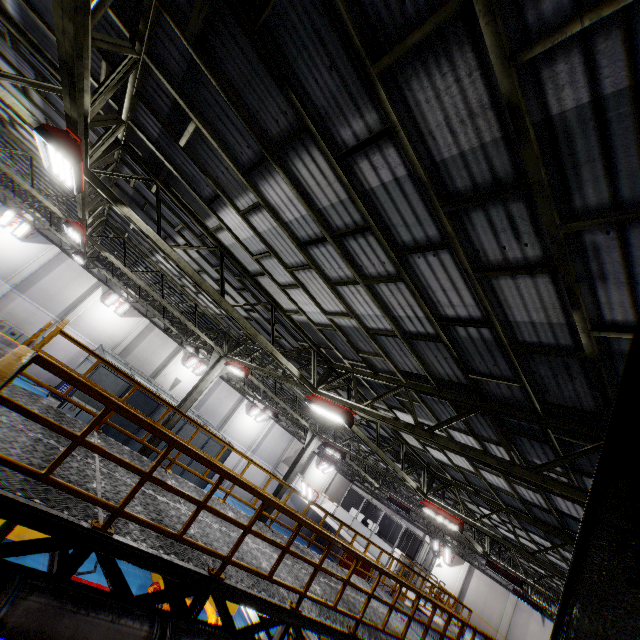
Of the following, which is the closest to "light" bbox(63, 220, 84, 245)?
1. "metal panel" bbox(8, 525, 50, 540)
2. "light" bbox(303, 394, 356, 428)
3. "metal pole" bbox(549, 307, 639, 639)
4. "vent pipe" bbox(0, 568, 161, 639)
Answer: "metal panel" bbox(8, 525, 50, 540)

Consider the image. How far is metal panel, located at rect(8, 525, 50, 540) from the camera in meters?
9.2 m

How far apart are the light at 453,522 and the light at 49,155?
14.55m

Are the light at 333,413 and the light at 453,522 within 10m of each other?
yes

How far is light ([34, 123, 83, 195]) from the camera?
4.6m

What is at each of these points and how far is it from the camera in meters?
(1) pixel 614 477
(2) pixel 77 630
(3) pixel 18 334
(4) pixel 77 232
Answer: Result:
(1) metal pole, 1.4 m
(2) vent pipe, 3.5 m
(3) cabinet, 22.0 m
(4) light, 10.1 m

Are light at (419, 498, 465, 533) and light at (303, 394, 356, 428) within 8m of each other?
yes

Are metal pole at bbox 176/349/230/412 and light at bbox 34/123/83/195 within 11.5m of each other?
yes
